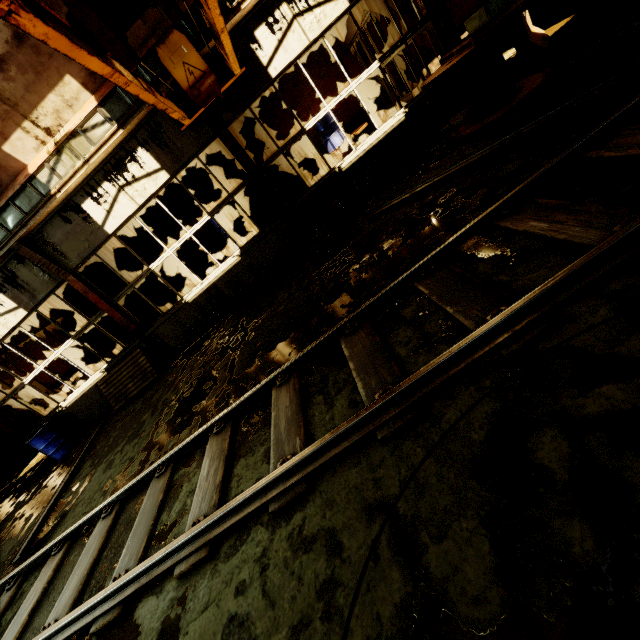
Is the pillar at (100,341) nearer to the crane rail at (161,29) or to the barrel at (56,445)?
the crane rail at (161,29)

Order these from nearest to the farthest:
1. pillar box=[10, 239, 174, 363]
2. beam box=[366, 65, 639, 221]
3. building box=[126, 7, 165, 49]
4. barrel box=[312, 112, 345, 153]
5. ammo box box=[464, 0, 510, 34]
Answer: beam box=[366, 65, 639, 221]
ammo box box=[464, 0, 510, 34]
building box=[126, 7, 165, 49]
pillar box=[10, 239, 174, 363]
barrel box=[312, 112, 345, 153]

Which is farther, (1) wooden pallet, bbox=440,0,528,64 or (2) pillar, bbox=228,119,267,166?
(2) pillar, bbox=228,119,267,166

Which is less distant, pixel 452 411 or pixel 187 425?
pixel 452 411

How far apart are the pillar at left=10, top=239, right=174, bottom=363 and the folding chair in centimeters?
801cm

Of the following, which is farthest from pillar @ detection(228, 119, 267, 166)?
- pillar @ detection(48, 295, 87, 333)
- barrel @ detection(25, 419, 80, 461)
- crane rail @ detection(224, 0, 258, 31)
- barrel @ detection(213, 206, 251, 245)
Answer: barrel @ detection(25, 419, 80, 461)

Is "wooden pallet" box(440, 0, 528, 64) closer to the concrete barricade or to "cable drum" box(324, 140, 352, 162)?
the concrete barricade

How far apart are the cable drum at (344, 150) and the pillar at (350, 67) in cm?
152
